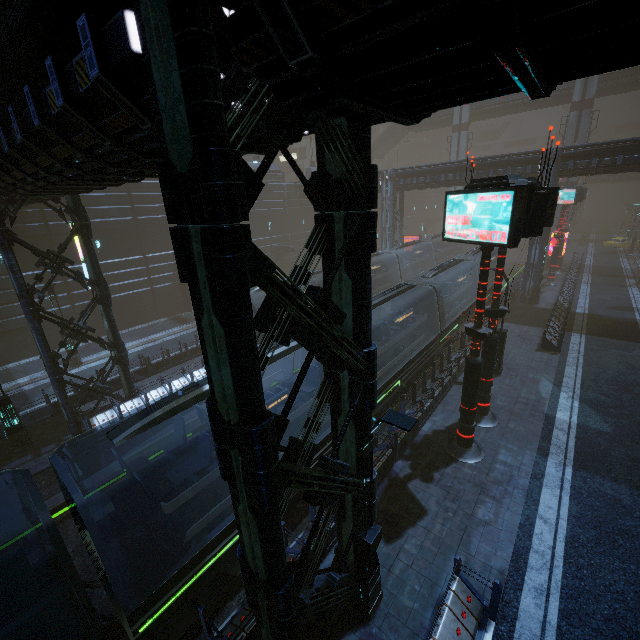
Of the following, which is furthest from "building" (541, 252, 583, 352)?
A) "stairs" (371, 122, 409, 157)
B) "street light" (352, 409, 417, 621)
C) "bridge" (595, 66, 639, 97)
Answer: "bridge" (595, 66, 639, 97)

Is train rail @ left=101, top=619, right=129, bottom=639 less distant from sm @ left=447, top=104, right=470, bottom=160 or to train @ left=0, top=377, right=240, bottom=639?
train @ left=0, top=377, right=240, bottom=639

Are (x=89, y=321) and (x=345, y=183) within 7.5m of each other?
no

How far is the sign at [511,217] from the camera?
8.2m

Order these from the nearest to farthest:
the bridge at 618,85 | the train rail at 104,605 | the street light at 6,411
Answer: the train rail at 104,605, the street light at 6,411, the bridge at 618,85

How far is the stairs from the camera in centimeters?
5453cm

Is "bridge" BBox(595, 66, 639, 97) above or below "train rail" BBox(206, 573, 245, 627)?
above

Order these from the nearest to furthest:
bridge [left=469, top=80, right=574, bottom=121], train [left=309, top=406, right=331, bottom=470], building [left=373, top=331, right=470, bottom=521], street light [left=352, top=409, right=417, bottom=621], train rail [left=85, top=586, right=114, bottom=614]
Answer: street light [left=352, top=409, right=417, bottom=621] → train rail [left=85, top=586, right=114, bottom=614] → train [left=309, top=406, right=331, bottom=470] → building [left=373, top=331, right=470, bottom=521] → bridge [left=469, top=80, right=574, bottom=121]
